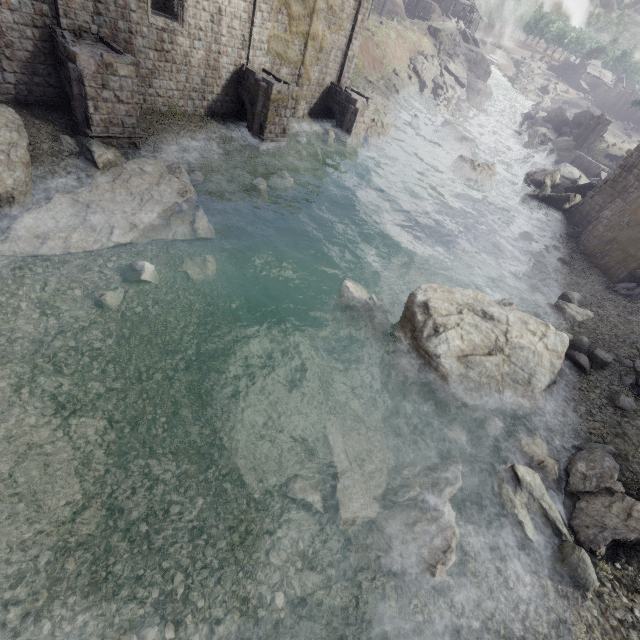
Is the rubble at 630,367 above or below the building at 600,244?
below

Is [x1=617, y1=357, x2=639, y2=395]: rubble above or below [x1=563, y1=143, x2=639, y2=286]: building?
below

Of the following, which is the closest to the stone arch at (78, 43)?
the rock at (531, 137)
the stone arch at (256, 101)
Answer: the stone arch at (256, 101)

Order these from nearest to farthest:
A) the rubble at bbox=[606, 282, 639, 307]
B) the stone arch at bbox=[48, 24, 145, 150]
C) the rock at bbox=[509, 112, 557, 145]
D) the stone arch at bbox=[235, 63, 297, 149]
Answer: the stone arch at bbox=[48, 24, 145, 150]
the rubble at bbox=[606, 282, 639, 307]
the stone arch at bbox=[235, 63, 297, 149]
the rock at bbox=[509, 112, 557, 145]

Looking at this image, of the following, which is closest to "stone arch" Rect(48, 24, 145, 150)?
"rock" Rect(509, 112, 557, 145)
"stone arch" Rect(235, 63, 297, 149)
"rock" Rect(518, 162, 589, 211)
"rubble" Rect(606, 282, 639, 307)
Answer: "stone arch" Rect(235, 63, 297, 149)

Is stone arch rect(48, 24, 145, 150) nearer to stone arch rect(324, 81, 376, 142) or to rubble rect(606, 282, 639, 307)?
stone arch rect(324, 81, 376, 142)

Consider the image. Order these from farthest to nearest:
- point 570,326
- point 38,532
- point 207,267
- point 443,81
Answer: point 443,81 < point 570,326 < point 207,267 < point 38,532

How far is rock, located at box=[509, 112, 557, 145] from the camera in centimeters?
4975cm
